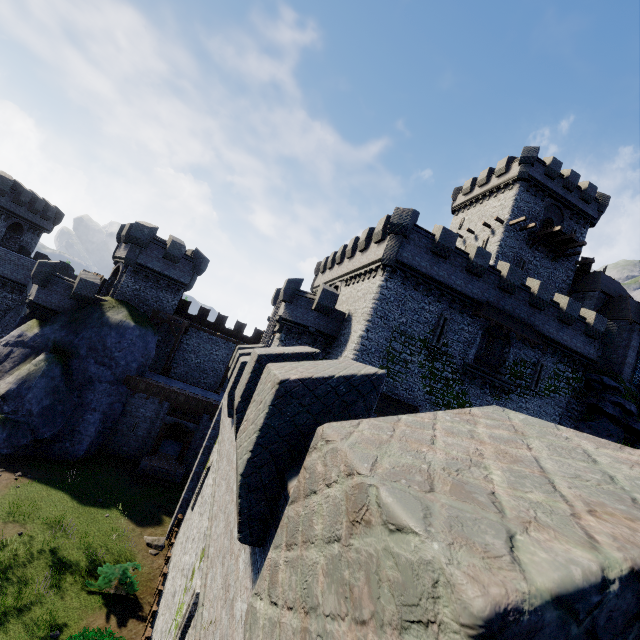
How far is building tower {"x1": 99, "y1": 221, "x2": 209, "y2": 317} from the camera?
26.91m

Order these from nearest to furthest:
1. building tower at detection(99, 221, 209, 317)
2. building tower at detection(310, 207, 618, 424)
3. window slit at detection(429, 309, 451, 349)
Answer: building tower at detection(310, 207, 618, 424) < window slit at detection(429, 309, 451, 349) < building tower at detection(99, 221, 209, 317)

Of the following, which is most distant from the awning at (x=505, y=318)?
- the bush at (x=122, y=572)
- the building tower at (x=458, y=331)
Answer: the bush at (x=122, y=572)

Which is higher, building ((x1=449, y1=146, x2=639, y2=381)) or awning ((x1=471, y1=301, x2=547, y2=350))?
building ((x1=449, y1=146, x2=639, y2=381))

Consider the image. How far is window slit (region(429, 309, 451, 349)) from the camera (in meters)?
22.11

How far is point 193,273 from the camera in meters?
30.4

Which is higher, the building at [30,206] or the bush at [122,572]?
the building at [30,206]

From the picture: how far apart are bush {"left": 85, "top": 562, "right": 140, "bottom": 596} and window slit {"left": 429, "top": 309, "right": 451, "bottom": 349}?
19.5 meters
